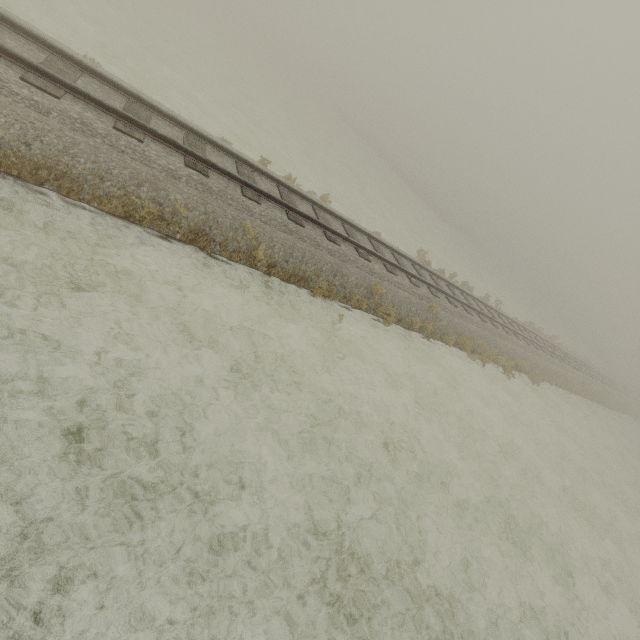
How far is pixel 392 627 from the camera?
4.6m
